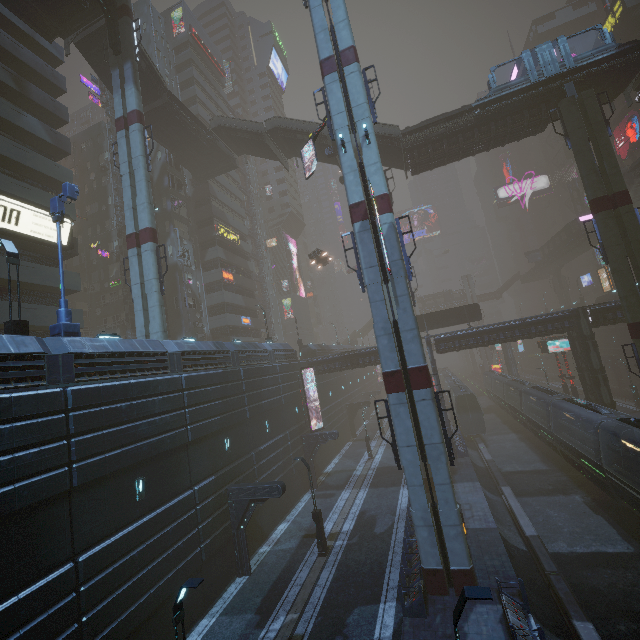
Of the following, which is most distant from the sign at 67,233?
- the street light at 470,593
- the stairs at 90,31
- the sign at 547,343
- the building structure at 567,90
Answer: the sign at 547,343

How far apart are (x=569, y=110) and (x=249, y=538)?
37.4m

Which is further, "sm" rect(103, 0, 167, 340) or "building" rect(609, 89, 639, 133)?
"building" rect(609, 89, 639, 133)

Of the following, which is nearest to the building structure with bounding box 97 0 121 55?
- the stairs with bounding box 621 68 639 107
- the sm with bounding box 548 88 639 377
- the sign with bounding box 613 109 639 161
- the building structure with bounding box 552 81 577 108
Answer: the sm with bounding box 548 88 639 377

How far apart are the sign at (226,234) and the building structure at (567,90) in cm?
3652

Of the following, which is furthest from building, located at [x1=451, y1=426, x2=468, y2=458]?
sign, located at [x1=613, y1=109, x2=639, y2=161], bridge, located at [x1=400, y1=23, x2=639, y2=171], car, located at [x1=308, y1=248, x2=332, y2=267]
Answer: car, located at [x1=308, y1=248, x2=332, y2=267]

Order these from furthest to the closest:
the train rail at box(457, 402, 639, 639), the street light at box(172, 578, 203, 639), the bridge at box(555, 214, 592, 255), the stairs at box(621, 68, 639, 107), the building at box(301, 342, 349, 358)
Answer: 1. the bridge at box(555, 214, 592, 255)
2. the building at box(301, 342, 349, 358)
3. the stairs at box(621, 68, 639, 107)
4. the train rail at box(457, 402, 639, 639)
5. the street light at box(172, 578, 203, 639)

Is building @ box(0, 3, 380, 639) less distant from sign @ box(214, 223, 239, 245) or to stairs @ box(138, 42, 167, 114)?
sign @ box(214, 223, 239, 245)
